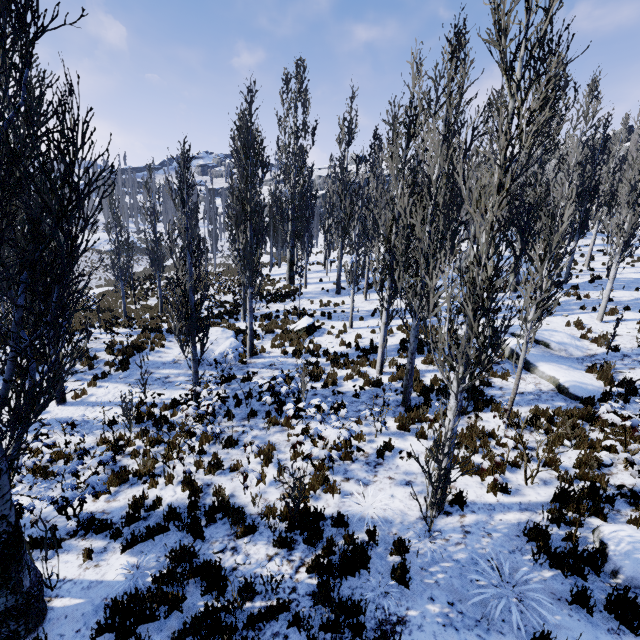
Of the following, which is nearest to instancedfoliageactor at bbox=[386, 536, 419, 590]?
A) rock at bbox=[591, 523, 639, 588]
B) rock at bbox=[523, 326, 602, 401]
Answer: rock at bbox=[591, 523, 639, 588]

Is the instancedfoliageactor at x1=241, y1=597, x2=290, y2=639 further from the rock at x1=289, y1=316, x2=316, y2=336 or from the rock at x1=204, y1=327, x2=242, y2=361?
the rock at x1=289, y1=316, x2=316, y2=336

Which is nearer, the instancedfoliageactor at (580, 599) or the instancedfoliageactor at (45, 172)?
the instancedfoliageactor at (45, 172)

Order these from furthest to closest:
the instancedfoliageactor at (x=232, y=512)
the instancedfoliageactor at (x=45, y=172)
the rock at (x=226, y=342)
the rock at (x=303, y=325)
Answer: the rock at (x=303, y=325) < the rock at (x=226, y=342) < the instancedfoliageactor at (x=232, y=512) < the instancedfoliageactor at (x=45, y=172)

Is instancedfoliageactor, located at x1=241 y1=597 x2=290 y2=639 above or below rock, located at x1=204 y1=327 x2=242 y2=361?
below

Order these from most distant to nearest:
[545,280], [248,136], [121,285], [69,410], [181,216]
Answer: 1. [181,216]
2. [121,285]
3. [545,280]
4. [248,136]
5. [69,410]

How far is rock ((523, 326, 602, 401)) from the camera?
9.9 meters

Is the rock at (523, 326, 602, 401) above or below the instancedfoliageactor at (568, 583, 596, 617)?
above
